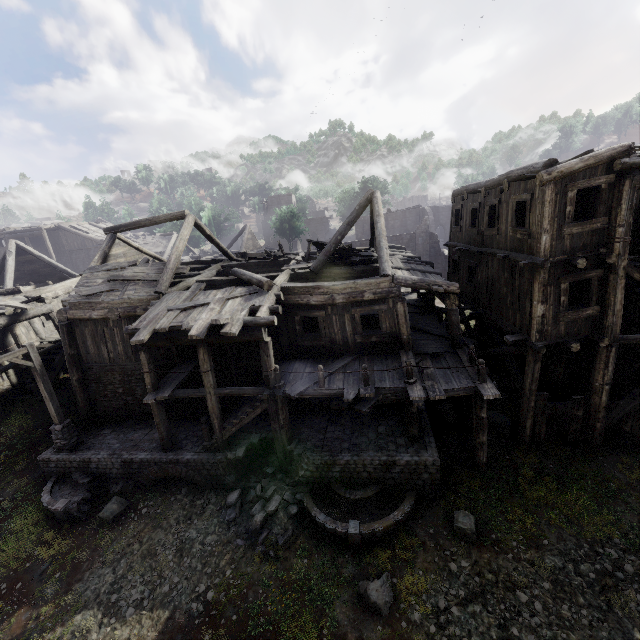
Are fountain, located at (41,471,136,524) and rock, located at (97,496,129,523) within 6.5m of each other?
yes

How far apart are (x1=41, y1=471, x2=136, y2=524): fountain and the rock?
0.32m

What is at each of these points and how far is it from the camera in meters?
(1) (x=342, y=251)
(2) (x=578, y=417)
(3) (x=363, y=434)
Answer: (1) broken furniture, 16.1 m
(2) wooden plank rubble, 11.7 m
(3) building base, 12.2 m

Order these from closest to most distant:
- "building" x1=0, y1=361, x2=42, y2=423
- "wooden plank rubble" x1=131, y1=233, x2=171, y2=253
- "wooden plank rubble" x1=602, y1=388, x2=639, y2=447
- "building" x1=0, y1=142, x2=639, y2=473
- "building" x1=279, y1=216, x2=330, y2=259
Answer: "building" x1=0, y1=142, x2=639, y2=473
"wooden plank rubble" x1=602, y1=388, x2=639, y2=447
"building" x1=0, y1=361, x2=42, y2=423
"building" x1=279, y1=216, x2=330, y2=259
"wooden plank rubble" x1=131, y1=233, x2=171, y2=253

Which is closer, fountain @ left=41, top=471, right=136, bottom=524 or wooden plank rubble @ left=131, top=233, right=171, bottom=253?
fountain @ left=41, top=471, right=136, bottom=524

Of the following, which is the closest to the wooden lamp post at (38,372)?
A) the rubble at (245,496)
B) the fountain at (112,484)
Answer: the fountain at (112,484)

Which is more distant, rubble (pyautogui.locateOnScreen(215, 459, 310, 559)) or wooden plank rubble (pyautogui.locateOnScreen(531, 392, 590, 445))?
wooden plank rubble (pyautogui.locateOnScreen(531, 392, 590, 445))

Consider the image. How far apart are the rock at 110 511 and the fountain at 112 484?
0.3 meters
